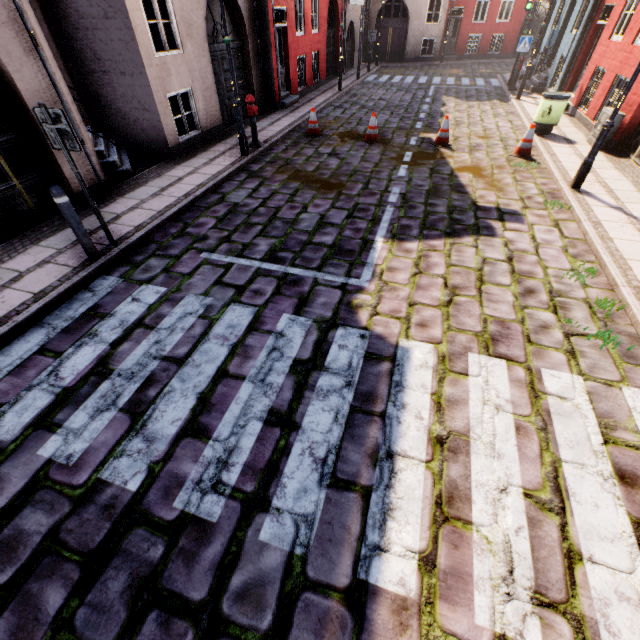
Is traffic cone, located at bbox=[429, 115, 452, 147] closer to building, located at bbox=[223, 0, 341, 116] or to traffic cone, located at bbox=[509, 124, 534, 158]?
traffic cone, located at bbox=[509, 124, 534, 158]

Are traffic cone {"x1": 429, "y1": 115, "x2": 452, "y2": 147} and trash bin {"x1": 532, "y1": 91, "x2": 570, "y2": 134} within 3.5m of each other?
yes

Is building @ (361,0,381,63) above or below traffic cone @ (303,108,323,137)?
above

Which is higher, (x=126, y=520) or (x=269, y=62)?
(x=269, y=62)

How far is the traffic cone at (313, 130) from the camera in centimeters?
993cm

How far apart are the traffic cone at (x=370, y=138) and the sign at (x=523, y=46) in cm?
1015

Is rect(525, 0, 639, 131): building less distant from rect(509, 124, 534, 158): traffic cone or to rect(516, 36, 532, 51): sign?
rect(516, 36, 532, 51): sign

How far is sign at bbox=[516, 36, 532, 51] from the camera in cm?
1377
